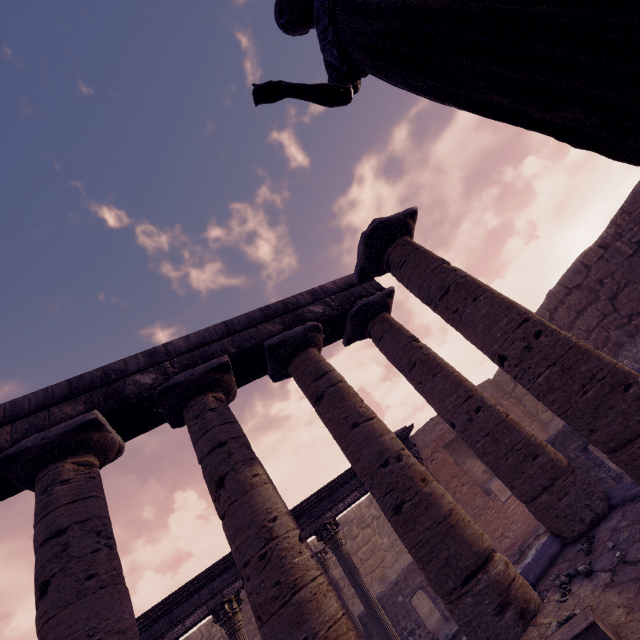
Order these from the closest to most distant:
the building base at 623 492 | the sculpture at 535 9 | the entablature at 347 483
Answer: the sculpture at 535 9
the building base at 623 492
the entablature at 347 483

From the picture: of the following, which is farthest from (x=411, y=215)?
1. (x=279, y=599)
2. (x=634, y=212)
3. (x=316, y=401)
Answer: (x=634, y=212)

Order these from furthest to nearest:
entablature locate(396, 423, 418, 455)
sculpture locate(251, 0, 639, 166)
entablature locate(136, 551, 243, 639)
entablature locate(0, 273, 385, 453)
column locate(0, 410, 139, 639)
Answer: entablature locate(396, 423, 418, 455) < entablature locate(136, 551, 243, 639) < entablature locate(0, 273, 385, 453) < column locate(0, 410, 139, 639) < sculpture locate(251, 0, 639, 166)

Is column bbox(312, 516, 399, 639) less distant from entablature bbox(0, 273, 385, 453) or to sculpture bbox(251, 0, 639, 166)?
entablature bbox(0, 273, 385, 453)

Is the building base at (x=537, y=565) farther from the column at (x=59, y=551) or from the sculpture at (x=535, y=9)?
the sculpture at (x=535, y=9)

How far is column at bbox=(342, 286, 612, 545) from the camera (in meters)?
4.95

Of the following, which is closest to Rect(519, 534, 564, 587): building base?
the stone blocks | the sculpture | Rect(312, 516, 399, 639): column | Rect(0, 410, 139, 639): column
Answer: Rect(0, 410, 139, 639): column

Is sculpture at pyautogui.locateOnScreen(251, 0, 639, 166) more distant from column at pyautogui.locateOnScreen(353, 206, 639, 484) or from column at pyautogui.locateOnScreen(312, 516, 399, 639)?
column at pyautogui.locateOnScreen(312, 516, 399, 639)
